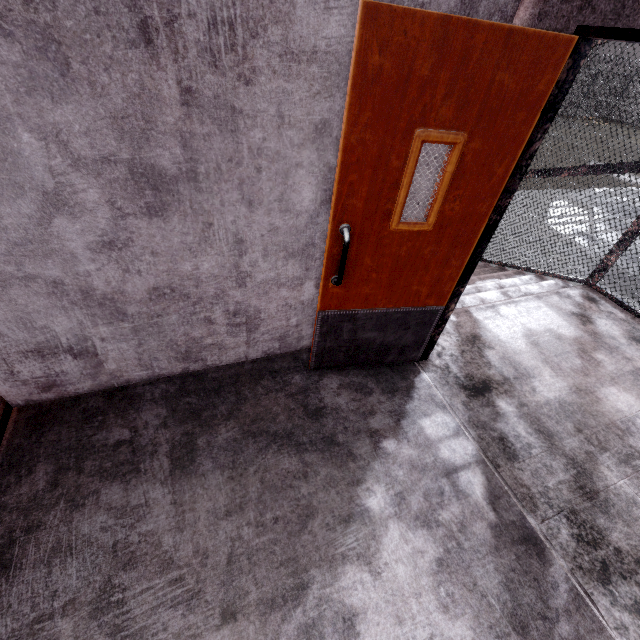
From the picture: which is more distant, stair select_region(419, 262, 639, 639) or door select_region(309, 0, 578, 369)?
stair select_region(419, 262, 639, 639)

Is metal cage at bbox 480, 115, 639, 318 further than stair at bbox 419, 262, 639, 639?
Yes

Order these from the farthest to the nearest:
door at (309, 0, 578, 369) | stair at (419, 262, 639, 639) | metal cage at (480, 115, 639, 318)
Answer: metal cage at (480, 115, 639, 318) → stair at (419, 262, 639, 639) → door at (309, 0, 578, 369)

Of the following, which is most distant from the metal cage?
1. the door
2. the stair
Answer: the door

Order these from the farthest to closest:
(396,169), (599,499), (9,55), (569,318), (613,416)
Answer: (569,318)
(613,416)
(599,499)
(396,169)
(9,55)

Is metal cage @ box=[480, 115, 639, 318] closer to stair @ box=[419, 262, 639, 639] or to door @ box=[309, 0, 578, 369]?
stair @ box=[419, 262, 639, 639]

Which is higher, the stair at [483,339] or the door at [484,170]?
the door at [484,170]

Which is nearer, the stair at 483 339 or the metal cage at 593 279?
the stair at 483 339
